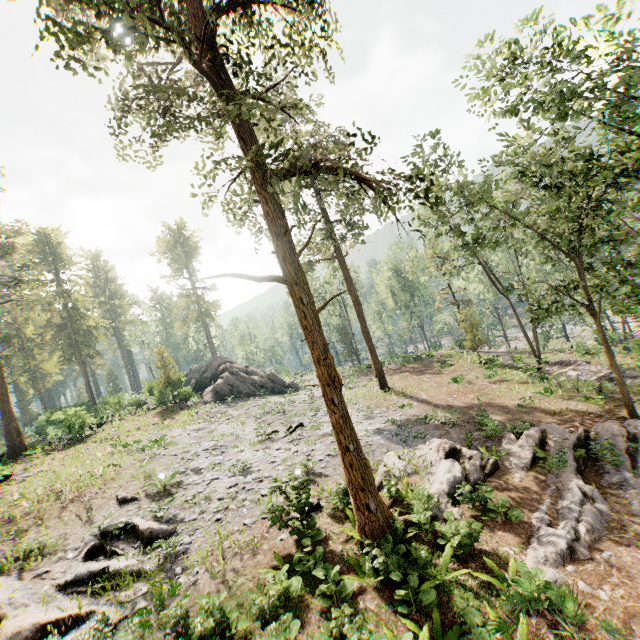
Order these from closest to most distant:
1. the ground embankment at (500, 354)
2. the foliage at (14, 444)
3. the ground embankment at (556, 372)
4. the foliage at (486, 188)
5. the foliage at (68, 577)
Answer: the foliage at (68, 577) → the foliage at (486, 188) → the ground embankment at (556, 372) → the foliage at (14, 444) → the ground embankment at (500, 354)

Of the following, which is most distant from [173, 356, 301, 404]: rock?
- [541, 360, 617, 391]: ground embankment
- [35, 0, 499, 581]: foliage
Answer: [541, 360, 617, 391]: ground embankment

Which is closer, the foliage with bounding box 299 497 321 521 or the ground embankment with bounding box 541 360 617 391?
the foliage with bounding box 299 497 321 521

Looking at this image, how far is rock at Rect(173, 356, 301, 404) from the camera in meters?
32.5 m

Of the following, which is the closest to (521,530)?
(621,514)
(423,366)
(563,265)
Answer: → (621,514)

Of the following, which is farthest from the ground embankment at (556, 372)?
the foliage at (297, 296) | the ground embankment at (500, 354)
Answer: the ground embankment at (500, 354)

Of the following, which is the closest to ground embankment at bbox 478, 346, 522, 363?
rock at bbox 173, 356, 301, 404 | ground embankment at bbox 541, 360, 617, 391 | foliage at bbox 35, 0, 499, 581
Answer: foliage at bbox 35, 0, 499, 581

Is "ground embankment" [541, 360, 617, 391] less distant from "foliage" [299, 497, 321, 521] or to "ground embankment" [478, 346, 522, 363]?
"foliage" [299, 497, 321, 521]
